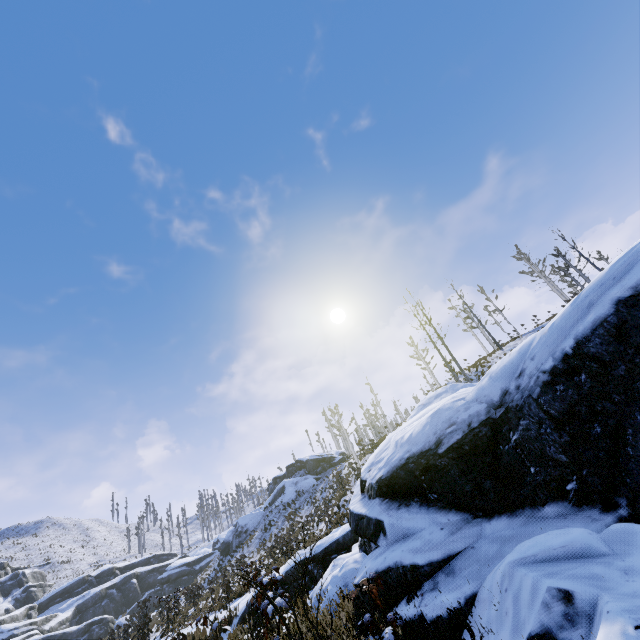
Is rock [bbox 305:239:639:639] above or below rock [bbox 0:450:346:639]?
below

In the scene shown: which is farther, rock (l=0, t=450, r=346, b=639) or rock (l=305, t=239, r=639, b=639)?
rock (l=0, t=450, r=346, b=639)

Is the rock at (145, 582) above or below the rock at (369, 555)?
above

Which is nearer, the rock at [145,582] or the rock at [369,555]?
the rock at [369,555]

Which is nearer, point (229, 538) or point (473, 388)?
point (473, 388)
